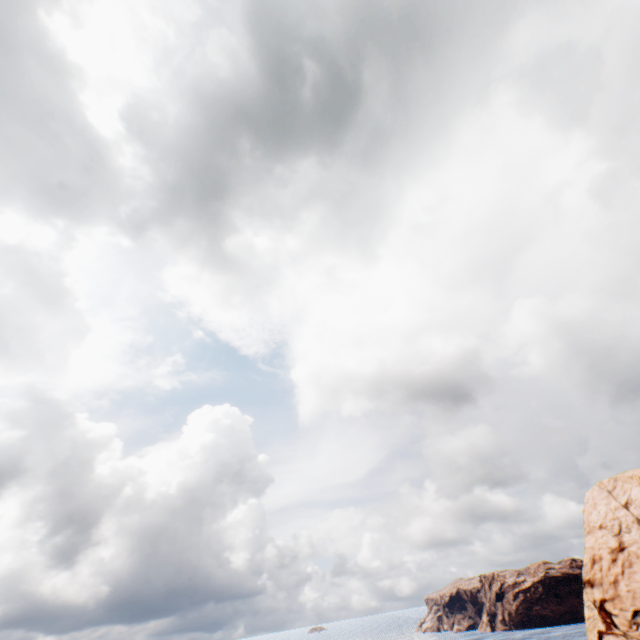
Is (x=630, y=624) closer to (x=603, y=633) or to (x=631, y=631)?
(x=631, y=631)
